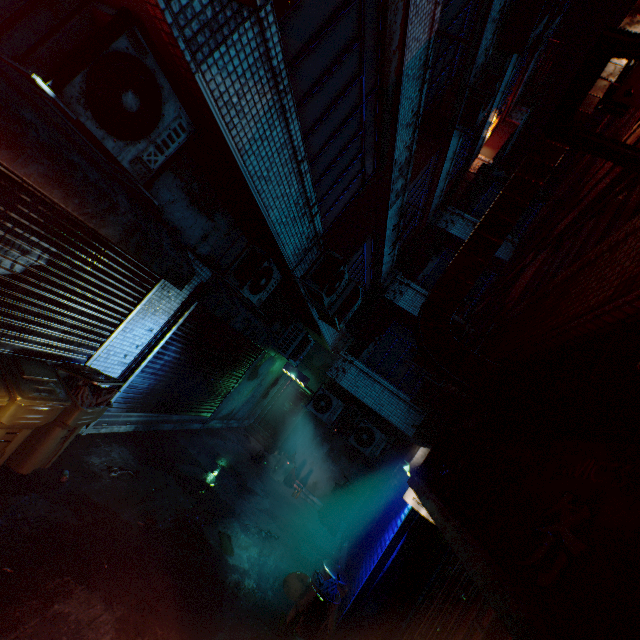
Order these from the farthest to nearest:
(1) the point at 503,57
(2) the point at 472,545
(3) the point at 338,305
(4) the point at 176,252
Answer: (1) the point at 503,57, (3) the point at 338,305, (4) the point at 176,252, (2) the point at 472,545

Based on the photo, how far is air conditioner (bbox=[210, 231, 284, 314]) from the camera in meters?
4.9 m

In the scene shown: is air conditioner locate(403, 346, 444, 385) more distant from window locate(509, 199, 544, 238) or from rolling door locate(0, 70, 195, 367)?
window locate(509, 199, 544, 238)

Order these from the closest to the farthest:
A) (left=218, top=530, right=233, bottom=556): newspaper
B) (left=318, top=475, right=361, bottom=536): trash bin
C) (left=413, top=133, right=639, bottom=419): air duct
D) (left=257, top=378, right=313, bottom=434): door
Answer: (left=413, top=133, right=639, bottom=419): air duct
(left=218, top=530, right=233, bottom=556): newspaper
(left=318, top=475, right=361, bottom=536): trash bin
(left=257, top=378, right=313, bottom=434): door

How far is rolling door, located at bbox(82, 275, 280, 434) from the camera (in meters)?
5.00

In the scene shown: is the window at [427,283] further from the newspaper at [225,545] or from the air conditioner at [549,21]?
the newspaper at [225,545]

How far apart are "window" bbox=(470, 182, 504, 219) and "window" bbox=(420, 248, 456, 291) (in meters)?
1.42

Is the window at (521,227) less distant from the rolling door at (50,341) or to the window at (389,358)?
the window at (389,358)
